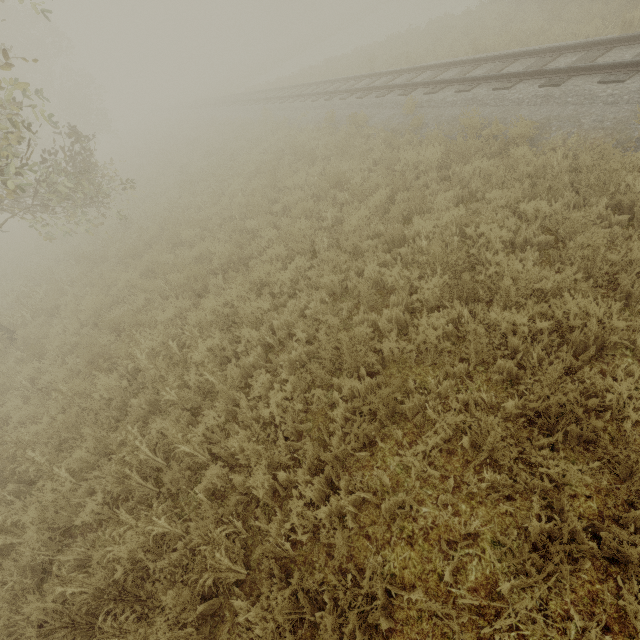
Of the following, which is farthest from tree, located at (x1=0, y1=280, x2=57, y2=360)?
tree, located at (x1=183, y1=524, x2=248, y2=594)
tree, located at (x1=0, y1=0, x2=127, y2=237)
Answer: tree, located at (x1=183, y1=524, x2=248, y2=594)

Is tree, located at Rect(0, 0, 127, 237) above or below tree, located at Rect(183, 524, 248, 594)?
above

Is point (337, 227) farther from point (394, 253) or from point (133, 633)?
point (133, 633)

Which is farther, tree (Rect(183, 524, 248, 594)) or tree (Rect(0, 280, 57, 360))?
tree (Rect(0, 280, 57, 360))

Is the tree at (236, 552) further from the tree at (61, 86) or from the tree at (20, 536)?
the tree at (61, 86)

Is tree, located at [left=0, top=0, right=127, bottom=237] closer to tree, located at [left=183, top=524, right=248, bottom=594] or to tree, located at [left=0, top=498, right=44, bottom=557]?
tree, located at [left=0, top=498, right=44, bottom=557]

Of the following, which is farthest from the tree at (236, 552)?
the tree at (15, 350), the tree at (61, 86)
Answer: the tree at (61, 86)

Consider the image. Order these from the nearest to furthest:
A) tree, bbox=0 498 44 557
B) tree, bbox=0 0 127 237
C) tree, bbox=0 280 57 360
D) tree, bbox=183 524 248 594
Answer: tree, bbox=183 524 248 594, tree, bbox=0 498 44 557, tree, bbox=0 0 127 237, tree, bbox=0 280 57 360
